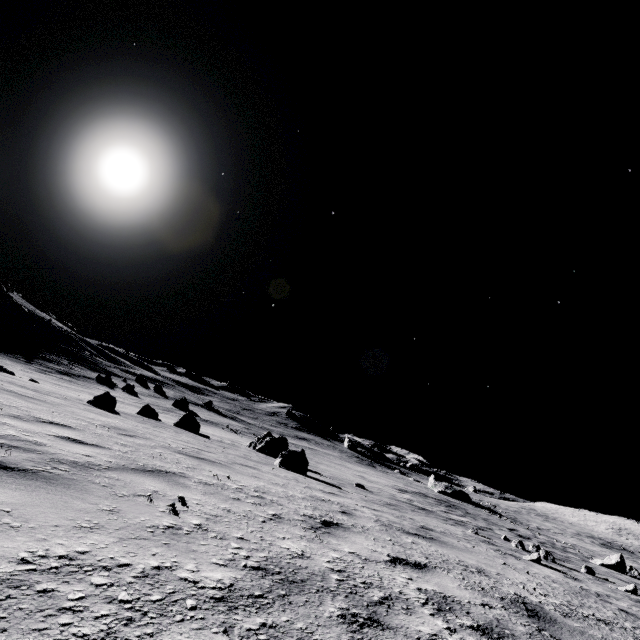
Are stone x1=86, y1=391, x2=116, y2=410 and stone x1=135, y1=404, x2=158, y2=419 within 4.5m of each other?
no

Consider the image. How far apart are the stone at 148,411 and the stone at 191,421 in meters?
2.6

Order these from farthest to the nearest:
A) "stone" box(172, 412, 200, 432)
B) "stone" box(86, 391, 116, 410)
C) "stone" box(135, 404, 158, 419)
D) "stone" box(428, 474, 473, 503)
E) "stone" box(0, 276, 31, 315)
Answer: "stone" box(428, 474, 473, 503), "stone" box(0, 276, 31, 315), "stone" box(135, 404, 158, 419), "stone" box(172, 412, 200, 432), "stone" box(86, 391, 116, 410)

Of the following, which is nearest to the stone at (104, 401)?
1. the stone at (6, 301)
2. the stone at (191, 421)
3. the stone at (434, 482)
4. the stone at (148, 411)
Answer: the stone at (191, 421)

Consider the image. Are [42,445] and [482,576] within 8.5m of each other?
yes

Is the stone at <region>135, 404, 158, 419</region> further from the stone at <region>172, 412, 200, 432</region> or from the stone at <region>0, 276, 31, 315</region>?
the stone at <region>0, 276, 31, 315</region>

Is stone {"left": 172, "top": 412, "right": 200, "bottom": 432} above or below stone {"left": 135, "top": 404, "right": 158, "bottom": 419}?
above

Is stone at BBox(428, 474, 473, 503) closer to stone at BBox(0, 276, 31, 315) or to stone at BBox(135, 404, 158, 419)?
stone at BBox(135, 404, 158, 419)
